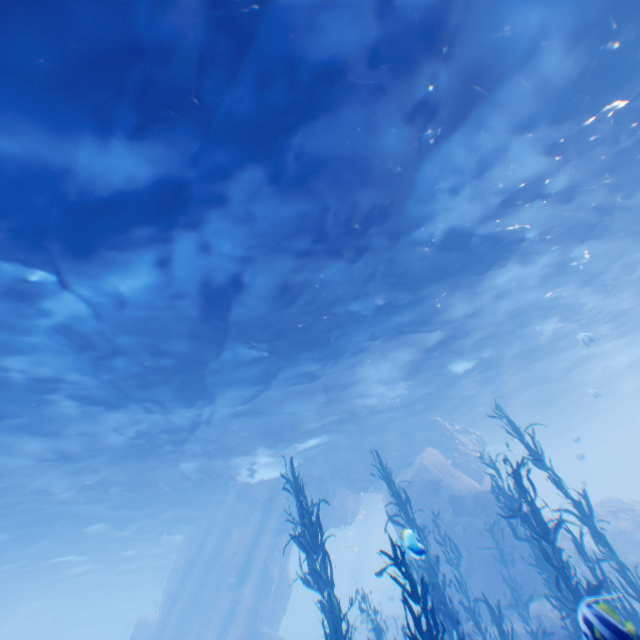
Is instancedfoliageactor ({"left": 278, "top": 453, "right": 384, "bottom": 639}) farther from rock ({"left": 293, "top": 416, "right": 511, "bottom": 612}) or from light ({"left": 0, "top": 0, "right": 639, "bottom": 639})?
light ({"left": 0, "top": 0, "right": 639, "bottom": 639})

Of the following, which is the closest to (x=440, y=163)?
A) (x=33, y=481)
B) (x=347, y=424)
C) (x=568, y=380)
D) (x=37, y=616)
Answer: (x=347, y=424)

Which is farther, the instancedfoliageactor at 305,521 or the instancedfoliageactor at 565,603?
the instancedfoliageactor at 305,521

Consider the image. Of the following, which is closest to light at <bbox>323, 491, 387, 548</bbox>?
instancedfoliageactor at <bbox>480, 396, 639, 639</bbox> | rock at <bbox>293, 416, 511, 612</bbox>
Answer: rock at <bbox>293, 416, 511, 612</bbox>

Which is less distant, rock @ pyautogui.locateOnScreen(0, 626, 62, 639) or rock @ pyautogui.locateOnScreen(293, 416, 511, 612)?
rock @ pyautogui.locateOnScreen(293, 416, 511, 612)

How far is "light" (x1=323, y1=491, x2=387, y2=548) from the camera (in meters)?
35.95

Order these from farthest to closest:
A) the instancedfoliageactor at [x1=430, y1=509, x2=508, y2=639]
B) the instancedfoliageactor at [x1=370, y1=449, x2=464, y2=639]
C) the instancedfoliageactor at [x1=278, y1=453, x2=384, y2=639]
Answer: the instancedfoliageactor at [x1=430, y1=509, x2=508, y2=639], the instancedfoliageactor at [x1=278, y1=453, x2=384, y2=639], the instancedfoliageactor at [x1=370, y1=449, x2=464, y2=639]

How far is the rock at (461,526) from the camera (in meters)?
14.51
